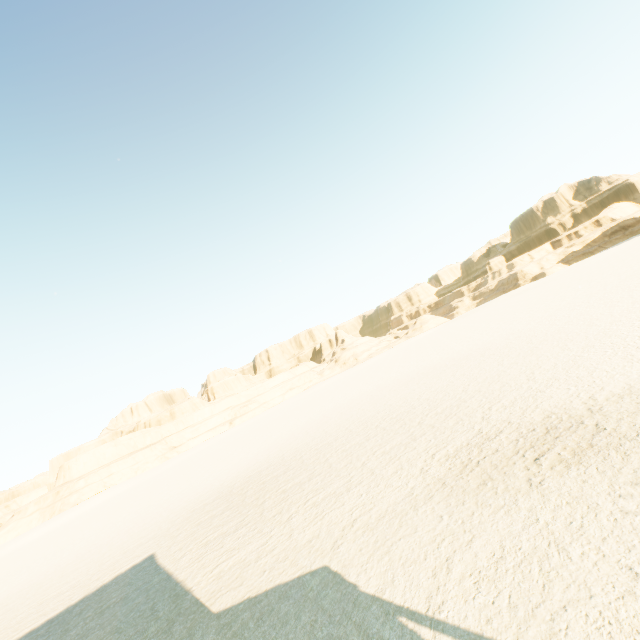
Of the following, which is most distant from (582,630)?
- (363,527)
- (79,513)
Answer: (79,513)
